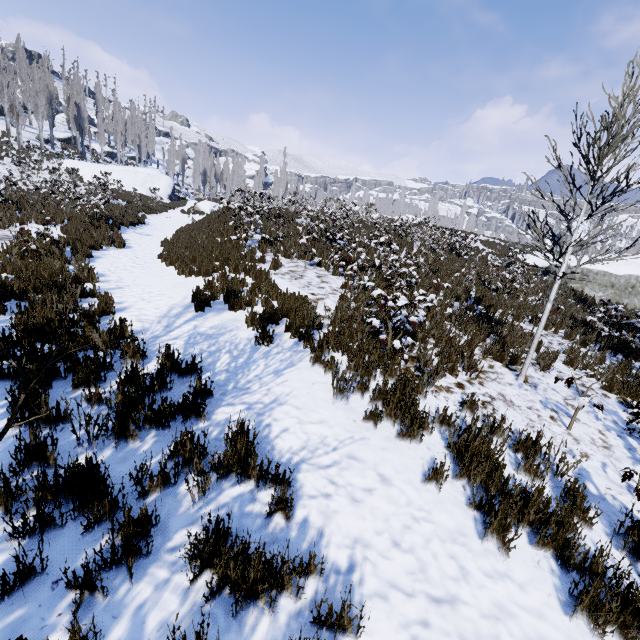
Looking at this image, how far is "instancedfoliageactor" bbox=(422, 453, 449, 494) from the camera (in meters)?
3.25

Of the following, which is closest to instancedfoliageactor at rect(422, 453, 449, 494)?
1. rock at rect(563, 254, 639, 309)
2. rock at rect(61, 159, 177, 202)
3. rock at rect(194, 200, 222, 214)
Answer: rock at rect(563, 254, 639, 309)

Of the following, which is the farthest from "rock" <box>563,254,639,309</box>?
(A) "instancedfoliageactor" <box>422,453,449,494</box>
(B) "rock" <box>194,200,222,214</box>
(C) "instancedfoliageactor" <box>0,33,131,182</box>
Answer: (C) "instancedfoliageactor" <box>0,33,131,182</box>

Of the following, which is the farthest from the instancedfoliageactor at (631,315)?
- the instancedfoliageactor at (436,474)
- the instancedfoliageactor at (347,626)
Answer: the instancedfoliageactor at (436,474)

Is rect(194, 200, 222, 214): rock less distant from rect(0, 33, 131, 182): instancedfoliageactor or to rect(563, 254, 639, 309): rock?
rect(0, 33, 131, 182): instancedfoliageactor

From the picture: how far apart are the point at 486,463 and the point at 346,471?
1.5 meters

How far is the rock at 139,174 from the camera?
31.8m

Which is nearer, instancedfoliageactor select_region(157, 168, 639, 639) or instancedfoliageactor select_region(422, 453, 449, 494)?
instancedfoliageactor select_region(157, 168, 639, 639)
